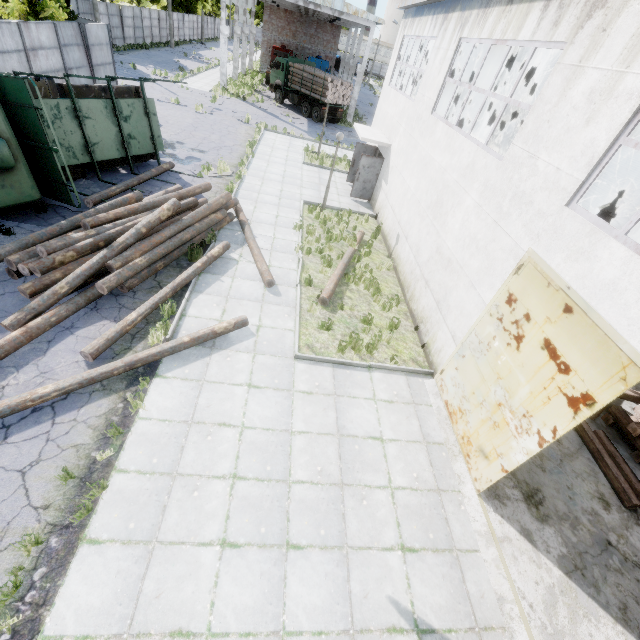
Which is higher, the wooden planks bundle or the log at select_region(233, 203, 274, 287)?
the wooden planks bundle

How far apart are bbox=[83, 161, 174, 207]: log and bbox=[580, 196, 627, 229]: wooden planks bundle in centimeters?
2410cm

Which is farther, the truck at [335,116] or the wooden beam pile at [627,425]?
the truck at [335,116]

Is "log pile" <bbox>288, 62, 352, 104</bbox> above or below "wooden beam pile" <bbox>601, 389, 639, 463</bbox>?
above

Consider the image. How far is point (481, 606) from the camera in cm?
513

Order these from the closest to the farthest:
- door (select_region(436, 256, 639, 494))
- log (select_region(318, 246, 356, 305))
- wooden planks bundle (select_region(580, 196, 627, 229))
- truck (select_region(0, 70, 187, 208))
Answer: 1. door (select_region(436, 256, 639, 494))
2. truck (select_region(0, 70, 187, 208))
3. log (select_region(318, 246, 356, 305))
4. wooden planks bundle (select_region(580, 196, 627, 229))

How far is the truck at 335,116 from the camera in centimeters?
2938cm

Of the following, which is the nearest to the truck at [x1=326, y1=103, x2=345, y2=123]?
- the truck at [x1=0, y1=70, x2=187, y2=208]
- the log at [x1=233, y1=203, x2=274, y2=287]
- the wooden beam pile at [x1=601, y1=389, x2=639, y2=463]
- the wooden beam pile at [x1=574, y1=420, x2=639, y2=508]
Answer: the truck at [x1=0, y1=70, x2=187, y2=208]
